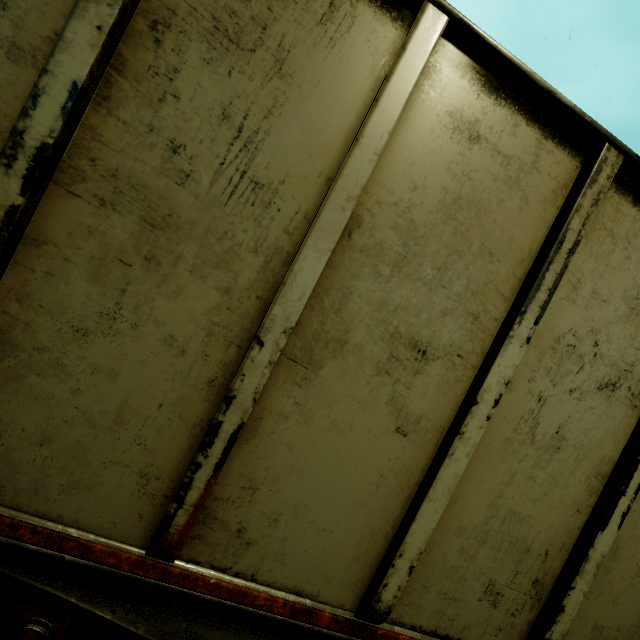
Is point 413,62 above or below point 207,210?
above

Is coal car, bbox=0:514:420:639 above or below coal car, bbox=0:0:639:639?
below

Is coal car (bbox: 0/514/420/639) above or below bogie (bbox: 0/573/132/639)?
above

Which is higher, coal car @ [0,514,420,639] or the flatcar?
coal car @ [0,514,420,639]

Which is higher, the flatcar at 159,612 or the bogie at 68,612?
the flatcar at 159,612

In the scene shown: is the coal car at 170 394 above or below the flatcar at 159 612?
above
